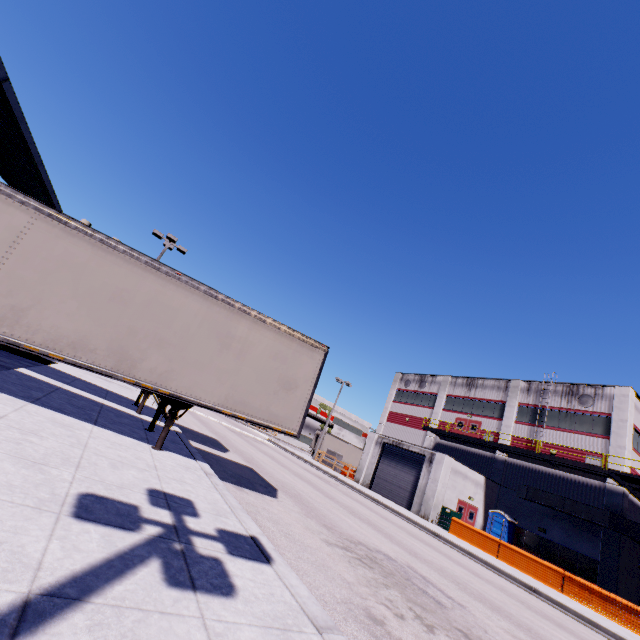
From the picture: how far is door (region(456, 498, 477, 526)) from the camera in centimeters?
2545cm

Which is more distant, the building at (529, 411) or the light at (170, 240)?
the building at (529, 411)

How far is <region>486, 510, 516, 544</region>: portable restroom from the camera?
24.9m

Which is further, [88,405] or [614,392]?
[614,392]

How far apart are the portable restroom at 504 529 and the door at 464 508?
0.8 meters

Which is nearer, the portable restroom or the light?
the light

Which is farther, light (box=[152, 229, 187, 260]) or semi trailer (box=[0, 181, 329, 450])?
light (box=[152, 229, 187, 260])

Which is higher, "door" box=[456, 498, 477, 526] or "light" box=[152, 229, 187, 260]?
"light" box=[152, 229, 187, 260]
